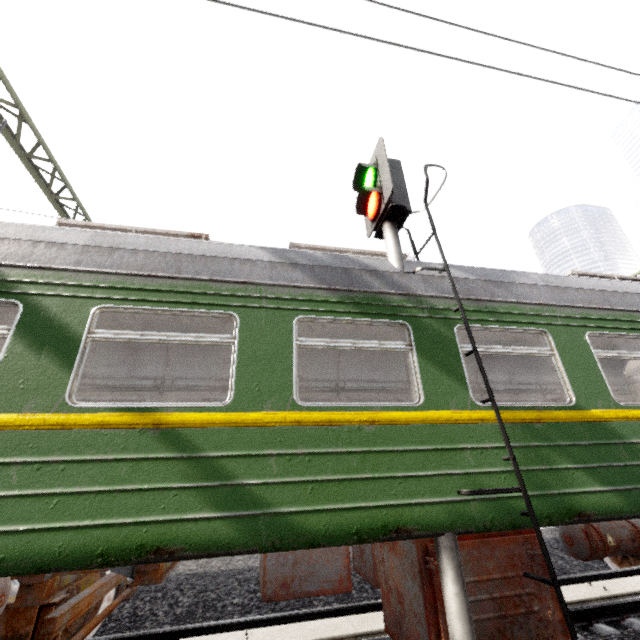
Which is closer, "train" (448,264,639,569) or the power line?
"train" (448,264,639,569)

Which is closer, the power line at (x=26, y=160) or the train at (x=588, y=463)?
the train at (x=588, y=463)

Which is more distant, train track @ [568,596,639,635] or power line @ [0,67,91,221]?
power line @ [0,67,91,221]

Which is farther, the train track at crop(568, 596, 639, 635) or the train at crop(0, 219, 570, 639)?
the train track at crop(568, 596, 639, 635)

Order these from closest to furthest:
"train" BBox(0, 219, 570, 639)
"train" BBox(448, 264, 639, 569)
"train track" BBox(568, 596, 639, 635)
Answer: "train" BBox(0, 219, 570, 639) → "train" BBox(448, 264, 639, 569) → "train track" BBox(568, 596, 639, 635)

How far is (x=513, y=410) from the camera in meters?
3.4 m

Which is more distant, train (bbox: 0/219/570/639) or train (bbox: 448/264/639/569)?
train (bbox: 448/264/639/569)

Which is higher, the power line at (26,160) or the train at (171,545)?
the power line at (26,160)
